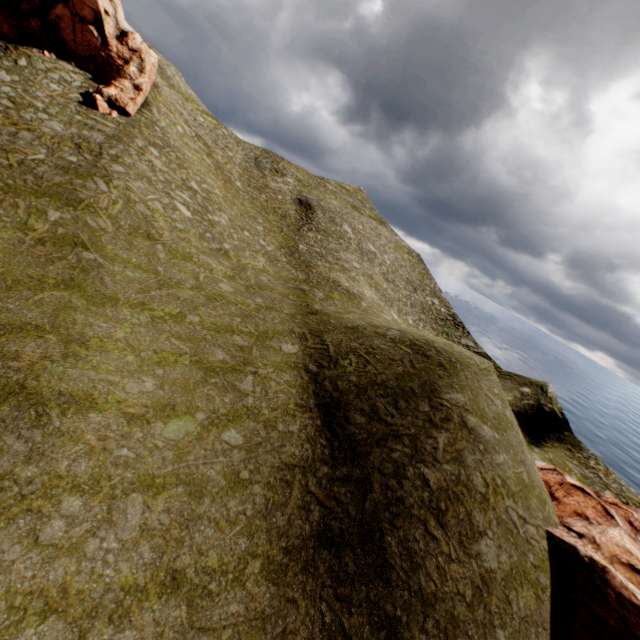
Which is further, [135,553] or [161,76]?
[161,76]

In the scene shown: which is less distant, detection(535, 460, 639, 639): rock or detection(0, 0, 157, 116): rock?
detection(535, 460, 639, 639): rock

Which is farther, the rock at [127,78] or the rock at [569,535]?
the rock at [127,78]

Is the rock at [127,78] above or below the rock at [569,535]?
above

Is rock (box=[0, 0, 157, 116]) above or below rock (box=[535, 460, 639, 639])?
above
